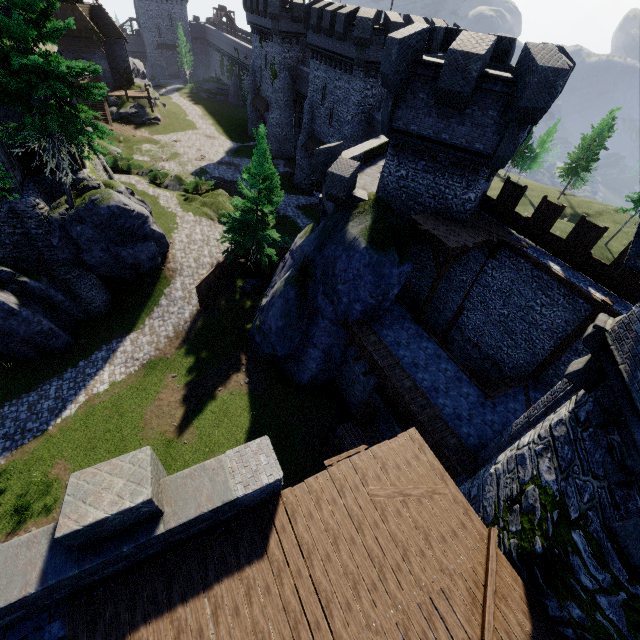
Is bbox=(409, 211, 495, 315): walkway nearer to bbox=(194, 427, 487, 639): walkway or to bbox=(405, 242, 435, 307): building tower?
bbox=(405, 242, 435, 307): building tower

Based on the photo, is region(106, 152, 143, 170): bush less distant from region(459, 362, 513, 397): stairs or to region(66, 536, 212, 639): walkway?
region(459, 362, 513, 397): stairs

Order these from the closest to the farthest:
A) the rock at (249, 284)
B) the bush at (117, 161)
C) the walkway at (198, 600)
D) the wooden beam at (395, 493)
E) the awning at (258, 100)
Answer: the walkway at (198, 600) → the wooden beam at (395, 493) → the rock at (249, 284) → the bush at (117, 161) → the awning at (258, 100)

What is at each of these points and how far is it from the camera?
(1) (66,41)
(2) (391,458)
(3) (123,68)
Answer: (1) awning, 42.5m
(2) walkway, 8.3m
(3) building, 49.1m

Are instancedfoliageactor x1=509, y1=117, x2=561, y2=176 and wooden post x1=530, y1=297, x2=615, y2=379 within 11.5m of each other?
no

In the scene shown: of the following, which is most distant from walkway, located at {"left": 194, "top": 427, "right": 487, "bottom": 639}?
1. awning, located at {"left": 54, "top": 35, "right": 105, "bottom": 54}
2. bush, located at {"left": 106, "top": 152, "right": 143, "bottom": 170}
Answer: awning, located at {"left": 54, "top": 35, "right": 105, "bottom": 54}

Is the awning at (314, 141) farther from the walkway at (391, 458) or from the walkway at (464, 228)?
the walkway at (391, 458)

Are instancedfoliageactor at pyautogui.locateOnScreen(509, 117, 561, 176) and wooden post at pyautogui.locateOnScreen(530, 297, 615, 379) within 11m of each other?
no
